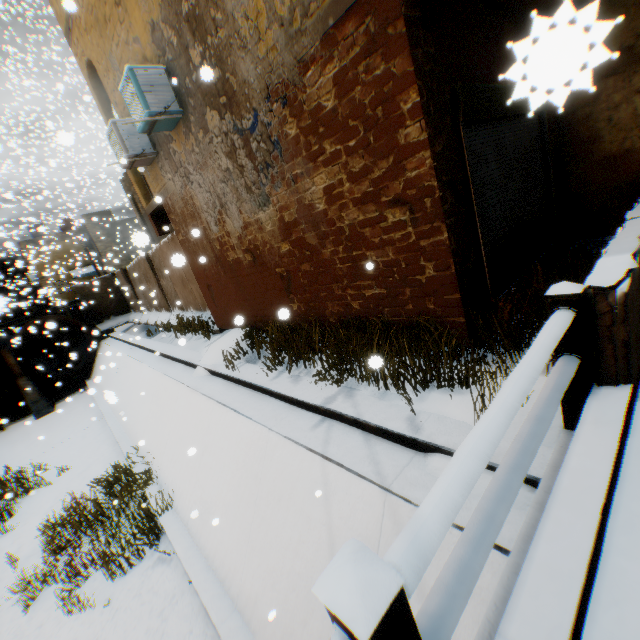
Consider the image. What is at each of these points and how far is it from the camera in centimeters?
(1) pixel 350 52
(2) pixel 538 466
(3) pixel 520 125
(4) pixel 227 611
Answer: (1) building, 354cm
(2) concrete channel, 264cm
(3) rolling overhead door, 514cm
(4) concrete channel, 445cm

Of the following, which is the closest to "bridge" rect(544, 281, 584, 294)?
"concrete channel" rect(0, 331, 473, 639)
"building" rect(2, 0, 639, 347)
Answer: "concrete channel" rect(0, 331, 473, 639)

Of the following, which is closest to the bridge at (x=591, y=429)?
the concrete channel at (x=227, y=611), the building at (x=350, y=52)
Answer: the concrete channel at (x=227, y=611)

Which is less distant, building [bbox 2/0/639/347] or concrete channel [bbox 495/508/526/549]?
concrete channel [bbox 495/508/526/549]

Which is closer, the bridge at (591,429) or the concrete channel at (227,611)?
the bridge at (591,429)

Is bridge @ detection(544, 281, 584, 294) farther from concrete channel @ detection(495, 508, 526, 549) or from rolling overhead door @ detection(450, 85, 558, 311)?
rolling overhead door @ detection(450, 85, 558, 311)

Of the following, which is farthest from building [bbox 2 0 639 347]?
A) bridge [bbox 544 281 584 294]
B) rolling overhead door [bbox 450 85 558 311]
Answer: bridge [bbox 544 281 584 294]
